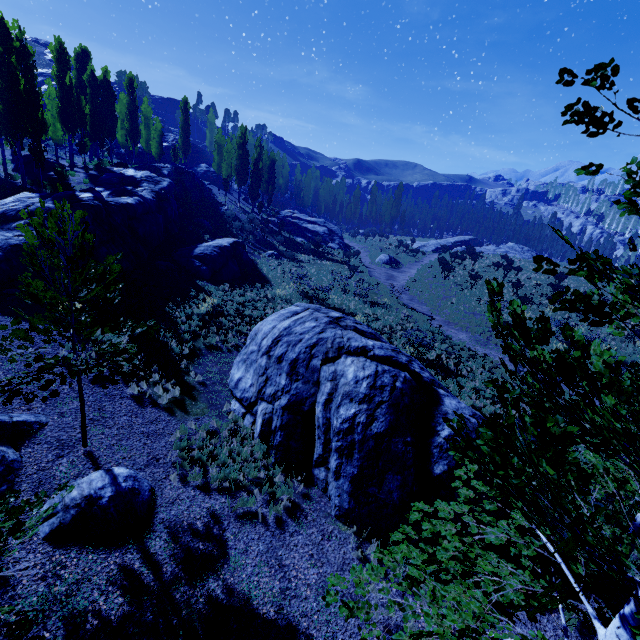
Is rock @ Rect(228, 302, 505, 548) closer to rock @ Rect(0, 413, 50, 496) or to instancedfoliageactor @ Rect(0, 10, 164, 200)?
instancedfoliageactor @ Rect(0, 10, 164, 200)

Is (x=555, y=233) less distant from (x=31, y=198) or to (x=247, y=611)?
(x=247, y=611)

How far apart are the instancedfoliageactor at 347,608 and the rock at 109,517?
5.4m

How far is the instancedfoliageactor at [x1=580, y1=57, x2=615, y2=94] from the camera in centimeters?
277cm

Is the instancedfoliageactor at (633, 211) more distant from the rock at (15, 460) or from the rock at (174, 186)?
the rock at (15, 460)

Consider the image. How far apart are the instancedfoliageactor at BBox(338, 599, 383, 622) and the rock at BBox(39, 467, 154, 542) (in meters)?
5.38

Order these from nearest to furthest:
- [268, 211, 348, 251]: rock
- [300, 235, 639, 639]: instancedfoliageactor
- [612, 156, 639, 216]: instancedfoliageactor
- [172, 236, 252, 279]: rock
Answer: [300, 235, 639, 639]: instancedfoliageactor
[612, 156, 639, 216]: instancedfoliageactor
[172, 236, 252, 279]: rock
[268, 211, 348, 251]: rock

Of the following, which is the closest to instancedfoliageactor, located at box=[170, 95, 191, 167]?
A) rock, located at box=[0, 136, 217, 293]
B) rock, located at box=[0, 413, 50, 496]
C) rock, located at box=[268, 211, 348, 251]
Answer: rock, located at box=[0, 136, 217, 293]
